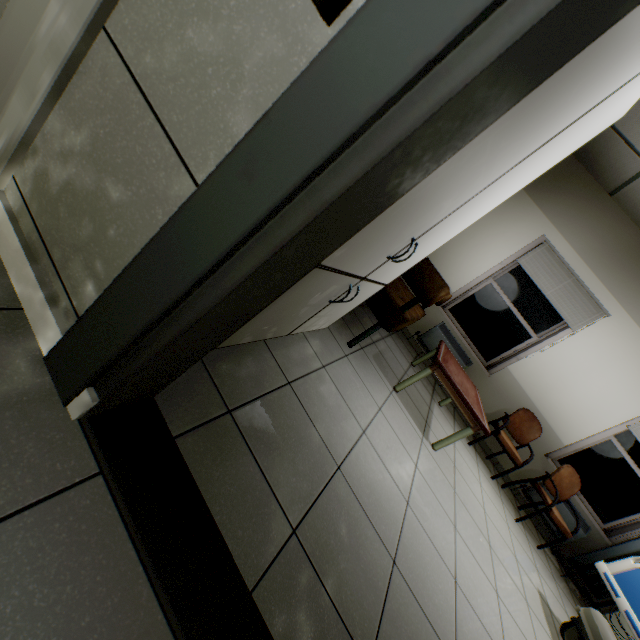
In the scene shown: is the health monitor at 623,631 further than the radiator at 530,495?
No

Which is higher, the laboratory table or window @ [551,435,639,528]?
window @ [551,435,639,528]

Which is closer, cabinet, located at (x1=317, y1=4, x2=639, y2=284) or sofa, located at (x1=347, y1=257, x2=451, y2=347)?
cabinet, located at (x1=317, y1=4, x2=639, y2=284)

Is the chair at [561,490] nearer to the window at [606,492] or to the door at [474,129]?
the window at [606,492]

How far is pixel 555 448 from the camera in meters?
4.7

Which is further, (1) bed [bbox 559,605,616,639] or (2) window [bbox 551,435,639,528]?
(2) window [bbox 551,435,639,528]

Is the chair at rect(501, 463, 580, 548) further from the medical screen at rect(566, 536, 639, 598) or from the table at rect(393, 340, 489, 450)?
the table at rect(393, 340, 489, 450)

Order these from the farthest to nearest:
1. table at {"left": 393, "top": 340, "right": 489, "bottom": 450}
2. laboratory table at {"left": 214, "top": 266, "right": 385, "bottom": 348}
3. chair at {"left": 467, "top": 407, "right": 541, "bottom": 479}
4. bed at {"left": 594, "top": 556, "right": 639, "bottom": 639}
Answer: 1. chair at {"left": 467, "top": 407, "right": 541, "bottom": 479}
2. table at {"left": 393, "top": 340, "right": 489, "bottom": 450}
3. bed at {"left": 594, "top": 556, "right": 639, "bottom": 639}
4. laboratory table at {"left": 214, "top": 266, "right": 385, "bottom": 348}
